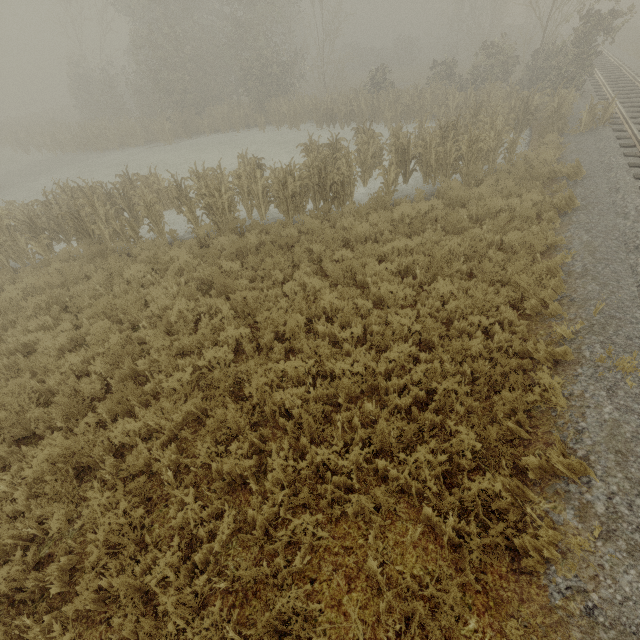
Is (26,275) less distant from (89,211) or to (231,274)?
(89,211)
